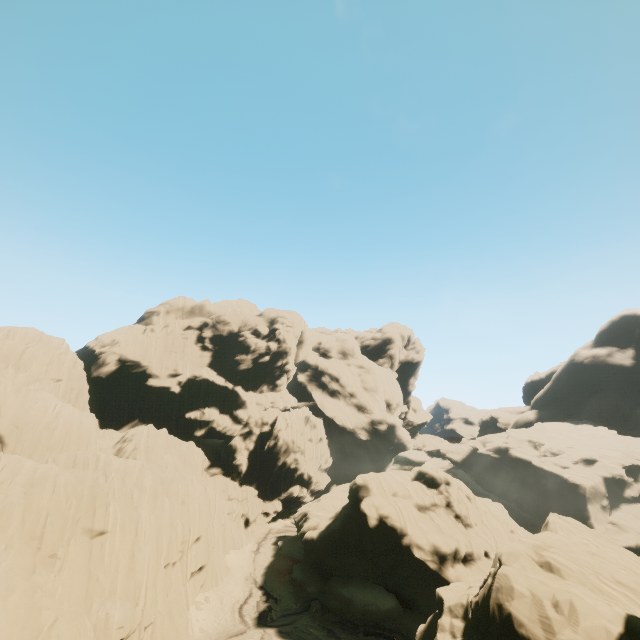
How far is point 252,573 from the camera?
36.1m
